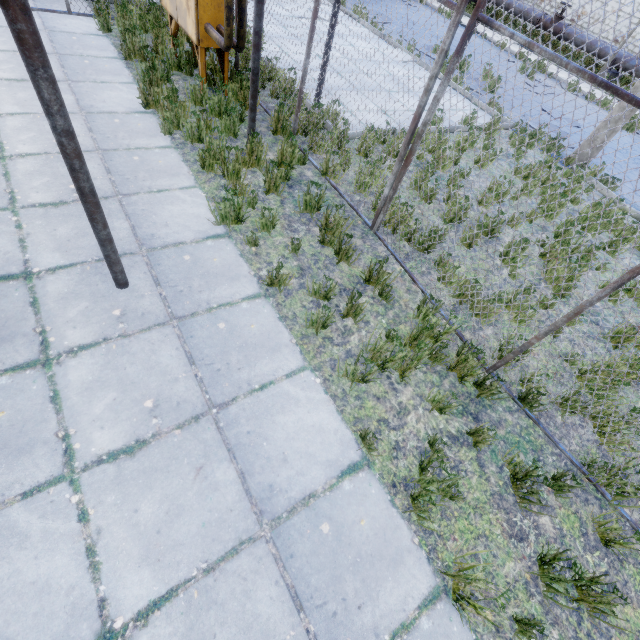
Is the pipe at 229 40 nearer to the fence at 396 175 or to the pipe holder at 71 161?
A: the pipe holder at 71 161

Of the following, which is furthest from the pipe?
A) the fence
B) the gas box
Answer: the fence

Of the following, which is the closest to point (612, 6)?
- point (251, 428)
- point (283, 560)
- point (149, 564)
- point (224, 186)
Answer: point (224, 186)

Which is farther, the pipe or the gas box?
the gas box

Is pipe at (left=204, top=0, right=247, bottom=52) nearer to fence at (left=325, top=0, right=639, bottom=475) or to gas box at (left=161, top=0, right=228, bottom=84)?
gas box at (left=161, top=0, right=228, bottom=84)

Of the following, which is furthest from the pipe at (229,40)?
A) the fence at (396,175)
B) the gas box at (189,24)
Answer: the fence at (396,175)

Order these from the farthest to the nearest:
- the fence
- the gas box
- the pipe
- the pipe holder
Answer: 1. the gas box
2. the pipe
3. the fence
4. the pipe holder

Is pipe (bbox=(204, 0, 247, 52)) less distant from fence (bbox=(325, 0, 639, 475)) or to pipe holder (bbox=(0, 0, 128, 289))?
pipe holder (bbox=(0, 0, 128, 289))
